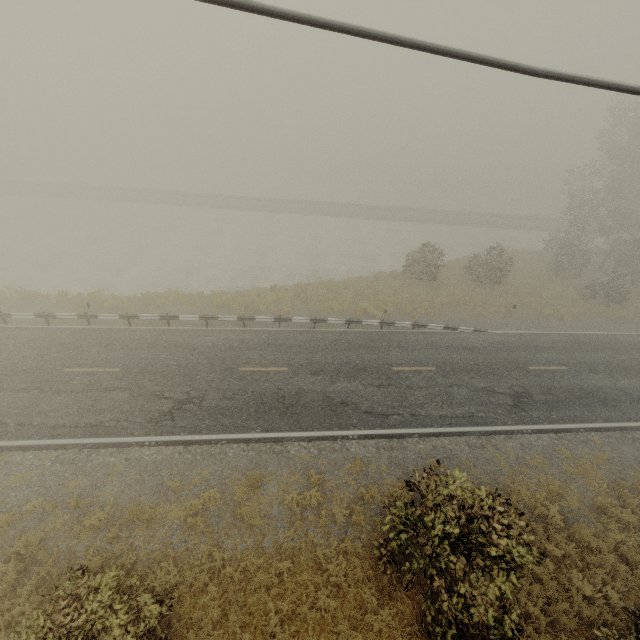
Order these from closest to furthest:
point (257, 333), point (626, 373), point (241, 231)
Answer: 1. point (626, 373)
2. point (257, 333)
3. point (241, 231)
